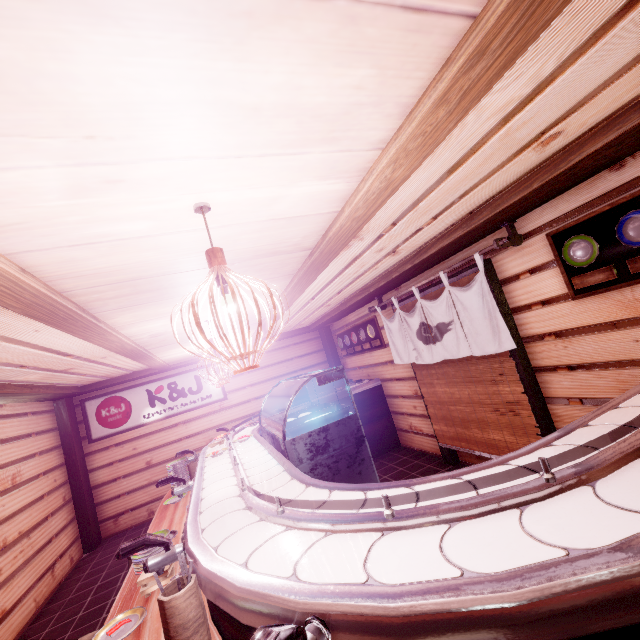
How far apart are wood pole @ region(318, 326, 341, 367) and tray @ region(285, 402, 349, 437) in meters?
7.8

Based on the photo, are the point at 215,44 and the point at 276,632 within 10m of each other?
yes

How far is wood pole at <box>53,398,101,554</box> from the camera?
10.7 meters

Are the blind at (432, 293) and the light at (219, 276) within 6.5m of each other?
yes

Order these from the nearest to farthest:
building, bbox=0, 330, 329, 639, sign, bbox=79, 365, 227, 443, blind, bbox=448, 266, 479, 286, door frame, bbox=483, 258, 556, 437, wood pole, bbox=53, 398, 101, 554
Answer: door frame, bbox=483, 258, 556, 437
blind, bbox=448, 266, 479, 286
building, bbox=0, 330, 329, 639
wood pole, bbox=53, 398, 101, 554
sign, bbox=79, 365, 227, 443

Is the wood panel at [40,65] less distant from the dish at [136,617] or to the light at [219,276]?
the light at [219,276]

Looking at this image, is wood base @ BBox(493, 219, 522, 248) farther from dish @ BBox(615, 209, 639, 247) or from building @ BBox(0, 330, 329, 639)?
dish @ BBox(615, 209, 639, 247)

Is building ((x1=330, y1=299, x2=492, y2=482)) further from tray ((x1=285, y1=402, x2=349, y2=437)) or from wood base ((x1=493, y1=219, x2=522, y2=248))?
tray ((x1=285, y1=402, x2=349, y2=437))
